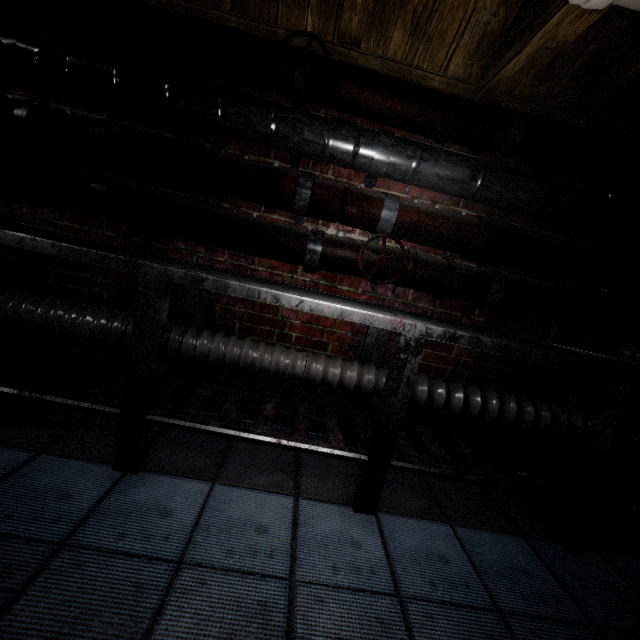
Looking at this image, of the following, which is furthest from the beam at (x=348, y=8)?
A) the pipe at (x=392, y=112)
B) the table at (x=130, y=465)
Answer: the table at (x=130, y=465)

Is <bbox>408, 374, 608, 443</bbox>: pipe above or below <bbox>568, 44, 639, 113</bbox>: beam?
below

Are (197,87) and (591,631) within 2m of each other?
no

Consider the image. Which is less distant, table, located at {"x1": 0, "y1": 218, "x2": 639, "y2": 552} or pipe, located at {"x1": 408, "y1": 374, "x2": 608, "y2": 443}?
table, located at {"x1": 0, "y1": 218, "x2": 639, "y2": 552}

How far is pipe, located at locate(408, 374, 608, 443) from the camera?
1.74m

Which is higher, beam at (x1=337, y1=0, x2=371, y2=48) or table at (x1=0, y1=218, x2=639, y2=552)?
beam at (x1=337, y1=0, x2=371, y2=48)

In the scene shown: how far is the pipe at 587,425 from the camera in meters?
1.7 m
